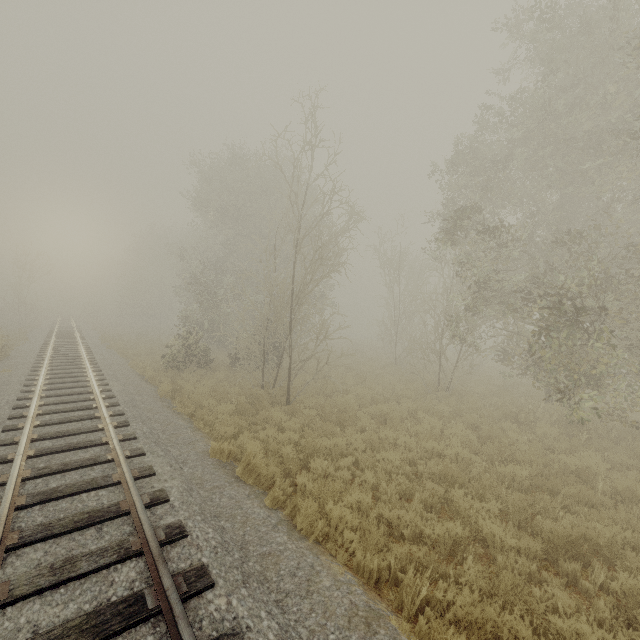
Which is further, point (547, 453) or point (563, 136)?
point (563, 136)
